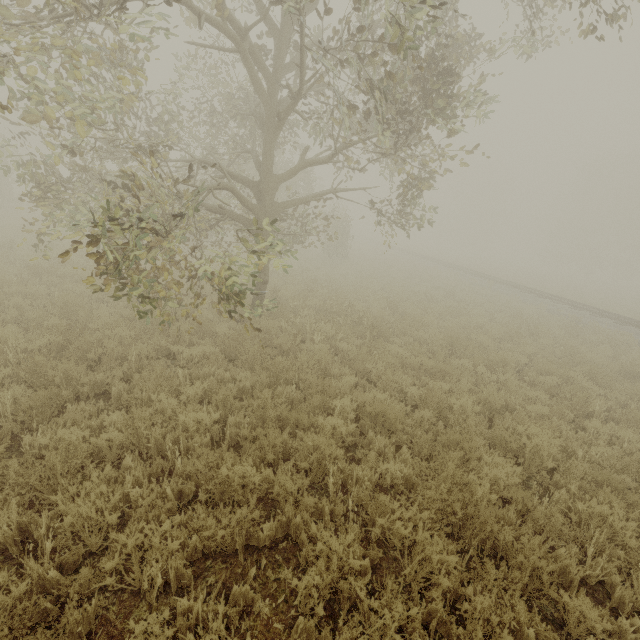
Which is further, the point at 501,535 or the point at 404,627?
the point at 501,535
